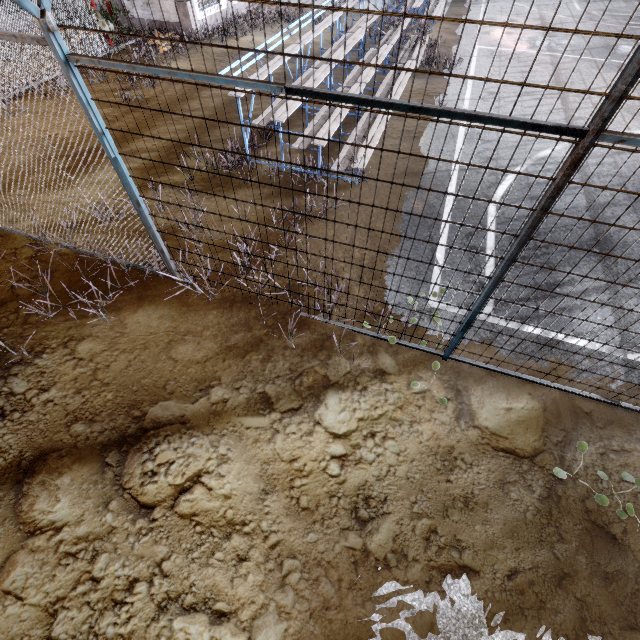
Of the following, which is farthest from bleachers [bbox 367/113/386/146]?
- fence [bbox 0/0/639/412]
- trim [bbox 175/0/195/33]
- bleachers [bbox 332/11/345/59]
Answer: trim [bbox 175/0/195/33]

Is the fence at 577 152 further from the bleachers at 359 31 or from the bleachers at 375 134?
the bleachers at 359 31

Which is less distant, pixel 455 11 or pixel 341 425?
pixel 341 425

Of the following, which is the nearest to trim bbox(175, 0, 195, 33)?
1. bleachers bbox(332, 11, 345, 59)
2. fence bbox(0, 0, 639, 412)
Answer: fence bbox(0, 0, 639, 412)

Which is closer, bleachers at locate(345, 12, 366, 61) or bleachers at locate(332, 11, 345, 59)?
bleachers at locate(332, 11, 345, 59)

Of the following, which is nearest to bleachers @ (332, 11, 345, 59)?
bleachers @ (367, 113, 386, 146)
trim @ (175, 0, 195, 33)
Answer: bleachers @ (367, 113, 386, 146)

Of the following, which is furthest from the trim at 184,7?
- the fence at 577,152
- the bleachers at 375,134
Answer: the bleachers at 375,134

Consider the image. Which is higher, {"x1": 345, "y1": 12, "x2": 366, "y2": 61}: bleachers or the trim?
{"x1": 345, "y1": 12, "x2": 366, "y2": 61}: bleachers
